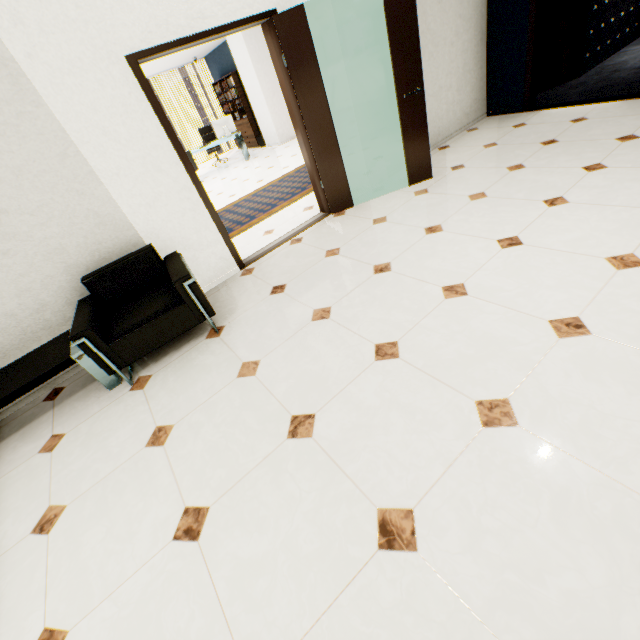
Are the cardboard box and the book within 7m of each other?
no

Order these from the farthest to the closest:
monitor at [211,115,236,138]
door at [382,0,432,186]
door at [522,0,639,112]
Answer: monitor at [211,115,236,138], door at [522,0,639,112], door at [382,0,432,186]

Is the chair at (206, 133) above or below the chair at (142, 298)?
above

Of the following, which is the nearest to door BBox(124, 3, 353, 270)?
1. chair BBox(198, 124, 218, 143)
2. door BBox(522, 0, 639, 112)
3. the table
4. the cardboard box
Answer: the table

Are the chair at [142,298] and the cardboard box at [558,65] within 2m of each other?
no

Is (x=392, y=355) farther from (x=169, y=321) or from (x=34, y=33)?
(x=34, y=33)

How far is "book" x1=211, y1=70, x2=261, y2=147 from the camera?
10.4m

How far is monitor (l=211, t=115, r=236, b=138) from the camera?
9.5m
